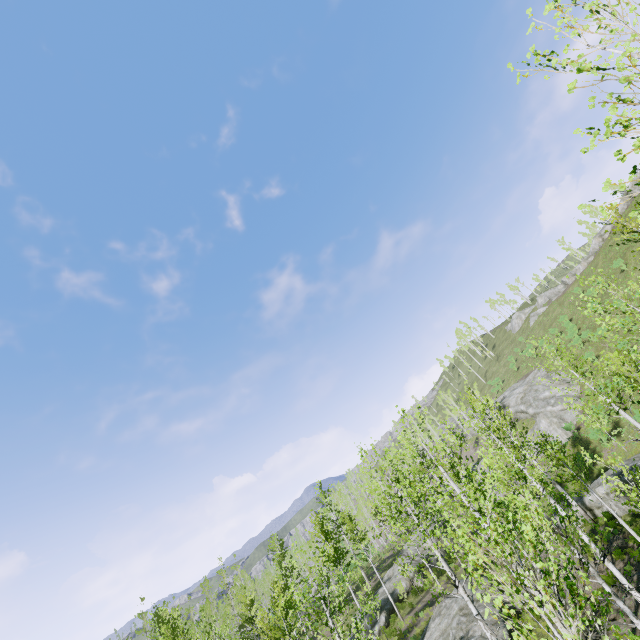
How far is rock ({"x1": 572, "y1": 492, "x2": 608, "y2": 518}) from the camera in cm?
2281

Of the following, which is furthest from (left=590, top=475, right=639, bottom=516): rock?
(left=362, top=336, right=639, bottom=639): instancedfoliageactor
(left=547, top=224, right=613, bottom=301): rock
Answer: (left=547, top=224, right=613, bottom=301): rock

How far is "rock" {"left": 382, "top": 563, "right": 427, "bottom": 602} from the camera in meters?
30.3 m

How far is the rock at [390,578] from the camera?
30.29m

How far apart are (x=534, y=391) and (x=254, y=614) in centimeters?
5834cm

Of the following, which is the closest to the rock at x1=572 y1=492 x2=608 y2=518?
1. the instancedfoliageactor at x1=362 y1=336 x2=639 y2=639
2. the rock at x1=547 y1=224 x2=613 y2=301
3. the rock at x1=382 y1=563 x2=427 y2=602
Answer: the instancedfoliageactor at x1=362 y1=336 x2=639 y2=639

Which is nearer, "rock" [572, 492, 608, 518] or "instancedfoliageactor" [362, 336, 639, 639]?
"instancedfoliageactor" [362, 336, 639, 639]

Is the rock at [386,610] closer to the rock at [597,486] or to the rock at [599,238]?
the rock at [597,486]
